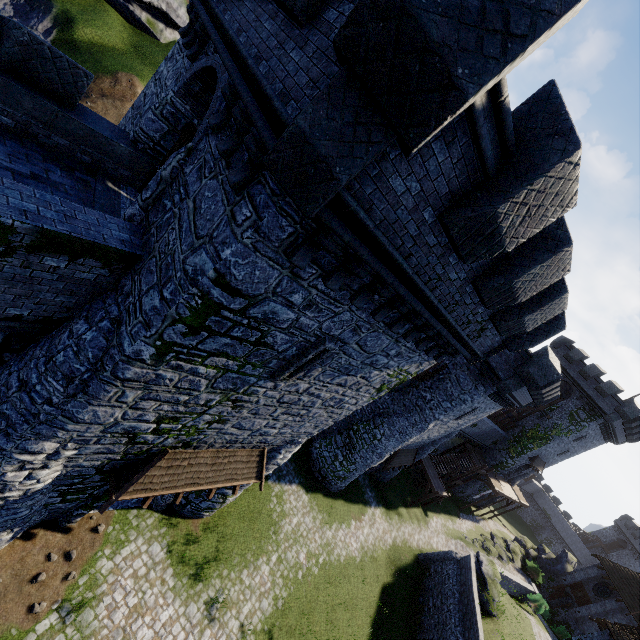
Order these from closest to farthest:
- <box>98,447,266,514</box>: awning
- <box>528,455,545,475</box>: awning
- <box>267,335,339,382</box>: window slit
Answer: <box>267,335,339,382</box>: window slit → <box>98,447,266,514</box>: awning → <box>528,455,545,475</box>: awning

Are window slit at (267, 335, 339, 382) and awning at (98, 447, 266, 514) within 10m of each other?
yes

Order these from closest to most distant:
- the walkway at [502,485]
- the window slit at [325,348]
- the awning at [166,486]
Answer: the window slit at [325,348]
the awning at [166,486]
the walkway at [502,485]

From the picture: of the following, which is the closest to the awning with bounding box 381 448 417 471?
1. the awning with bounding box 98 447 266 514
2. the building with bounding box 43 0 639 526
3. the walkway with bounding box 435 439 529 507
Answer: the building with bounding box 43 0 639 526

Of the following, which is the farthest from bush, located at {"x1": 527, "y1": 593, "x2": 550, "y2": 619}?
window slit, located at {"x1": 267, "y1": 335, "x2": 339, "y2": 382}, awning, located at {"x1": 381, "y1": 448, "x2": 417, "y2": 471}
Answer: window slit, located at {"x1": 267, "y1": 335, "x2": 339, "y2": 382}

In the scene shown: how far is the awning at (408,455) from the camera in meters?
24.3

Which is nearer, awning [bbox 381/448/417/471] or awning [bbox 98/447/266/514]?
awning [bbox 98/447/266/514]

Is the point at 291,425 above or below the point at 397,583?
above
